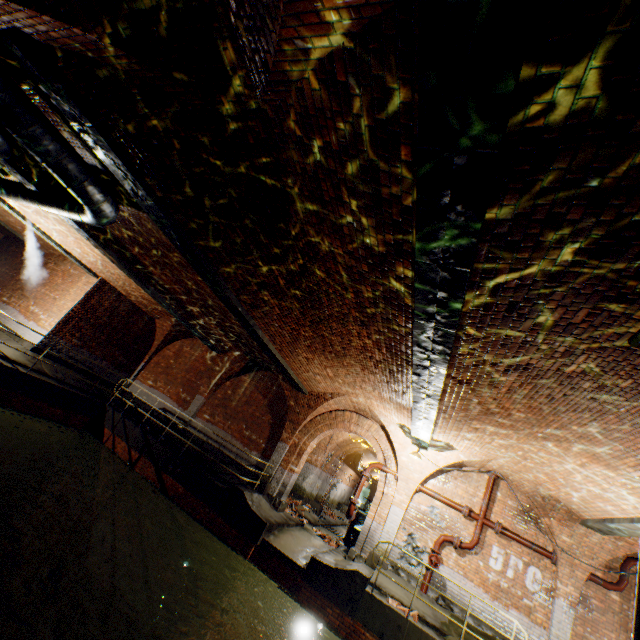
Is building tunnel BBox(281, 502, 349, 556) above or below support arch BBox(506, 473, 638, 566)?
below

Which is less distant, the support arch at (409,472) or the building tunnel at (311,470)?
the support arch at (409,472)

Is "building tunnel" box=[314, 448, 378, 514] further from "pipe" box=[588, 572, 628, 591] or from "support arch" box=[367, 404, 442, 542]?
"pipe" box=[588, 572, 628, 591]

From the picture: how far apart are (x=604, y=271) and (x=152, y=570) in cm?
1372

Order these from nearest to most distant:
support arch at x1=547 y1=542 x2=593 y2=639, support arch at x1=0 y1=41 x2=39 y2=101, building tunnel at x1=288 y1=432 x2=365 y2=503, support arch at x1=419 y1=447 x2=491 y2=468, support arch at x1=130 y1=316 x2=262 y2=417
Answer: support arch at x1=0 y1=41 x2=39 y2=101
support arch at x1=547 y1=542 x2=593 y2=639
support arch at x1=419 y1=447 x2=491 y2=468
support arch at x1=130 y1=316 x2=262 y2=417
building tunnel at x1=288 y1=432 x2=365 y2=503

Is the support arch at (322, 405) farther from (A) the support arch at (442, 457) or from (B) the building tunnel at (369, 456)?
(A) the support arch at (442, 457)

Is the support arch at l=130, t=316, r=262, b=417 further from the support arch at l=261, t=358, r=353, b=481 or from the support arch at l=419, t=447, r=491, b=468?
the support arch at l=419, t=447, r=491, b=468

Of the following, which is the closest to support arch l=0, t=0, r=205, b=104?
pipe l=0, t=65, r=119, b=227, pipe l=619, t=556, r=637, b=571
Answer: pipe l=0, t=65, r=119, b=227
